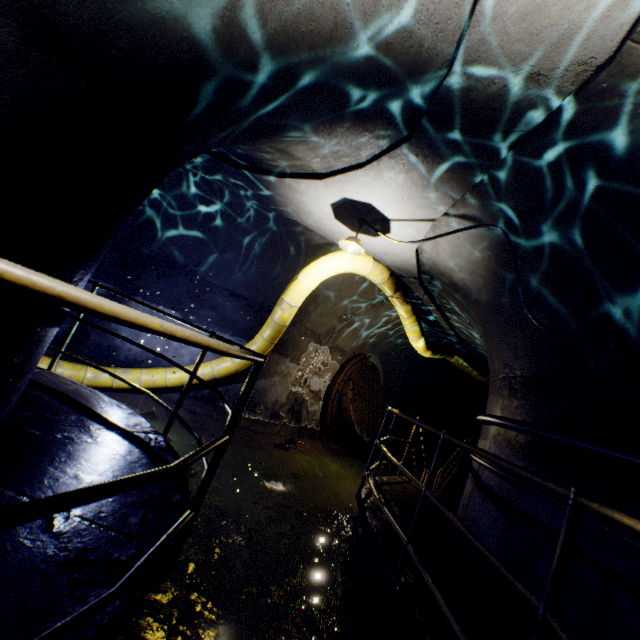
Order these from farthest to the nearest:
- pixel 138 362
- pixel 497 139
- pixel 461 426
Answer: pixel 461 426 < pixel 138 362 < pixel 497 139

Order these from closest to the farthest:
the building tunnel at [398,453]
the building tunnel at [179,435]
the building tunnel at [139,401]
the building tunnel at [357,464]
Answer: the building tunnel at [357,464], the building tunnel at [179,435], the building tunnel at [139,401], the building tunnel at [398,453]

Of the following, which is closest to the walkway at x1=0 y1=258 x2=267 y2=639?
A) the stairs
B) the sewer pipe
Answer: the sewer pipe

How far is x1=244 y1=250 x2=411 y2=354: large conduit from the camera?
5.9 meters

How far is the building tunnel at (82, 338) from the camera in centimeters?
674cm

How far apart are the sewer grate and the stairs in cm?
205

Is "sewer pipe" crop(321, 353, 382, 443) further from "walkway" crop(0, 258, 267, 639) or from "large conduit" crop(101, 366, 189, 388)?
"large conduit" crop(101, 366, 189, 388)

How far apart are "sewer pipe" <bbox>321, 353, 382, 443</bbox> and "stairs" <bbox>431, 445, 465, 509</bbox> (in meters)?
2.80
